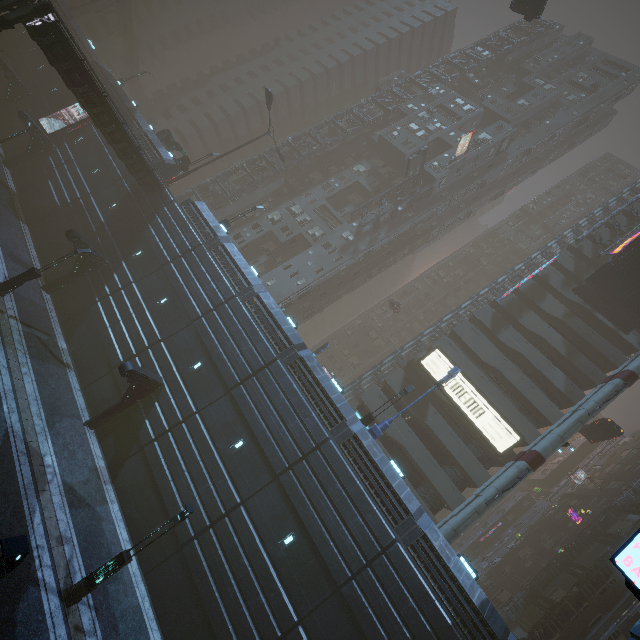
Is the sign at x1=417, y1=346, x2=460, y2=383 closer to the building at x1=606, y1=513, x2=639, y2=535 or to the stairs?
the building at x1=606, y1=513, x2=639, y2=535

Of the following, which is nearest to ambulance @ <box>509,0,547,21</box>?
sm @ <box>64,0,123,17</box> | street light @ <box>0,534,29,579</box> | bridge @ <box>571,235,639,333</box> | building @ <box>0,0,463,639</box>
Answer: bridge @ <box>571,235,639,333</box>

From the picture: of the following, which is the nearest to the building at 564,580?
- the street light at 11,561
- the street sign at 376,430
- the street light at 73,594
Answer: the street sign at 376,430

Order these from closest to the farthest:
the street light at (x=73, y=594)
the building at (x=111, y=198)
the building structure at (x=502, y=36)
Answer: the street light at (x=73, y=594)
the building at (x=111, y=198)
the building structure at (x=502, y=36)

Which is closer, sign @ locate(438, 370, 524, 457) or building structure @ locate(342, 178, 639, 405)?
sign @ locate(438, 370, 524, 457)

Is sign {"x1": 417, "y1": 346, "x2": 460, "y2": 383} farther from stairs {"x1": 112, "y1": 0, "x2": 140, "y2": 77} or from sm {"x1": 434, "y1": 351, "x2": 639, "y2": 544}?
stairs {"x1": 112, "y1": 0, "x2": 140, "y2": 77}

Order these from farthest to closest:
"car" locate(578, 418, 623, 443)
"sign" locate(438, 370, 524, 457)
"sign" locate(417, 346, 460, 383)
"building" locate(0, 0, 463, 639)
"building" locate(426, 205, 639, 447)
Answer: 1. "sign" locate(417, 346, 460, 383)
2. "building" locate(426, 205, 639, 447)
3. "car" locate(578, 418, 623, 443)
4. "sign" locate(438, 370, 524, 457)
5. "building" locate(0, 0, 463, 639)

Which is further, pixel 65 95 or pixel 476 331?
pixel 65 95
